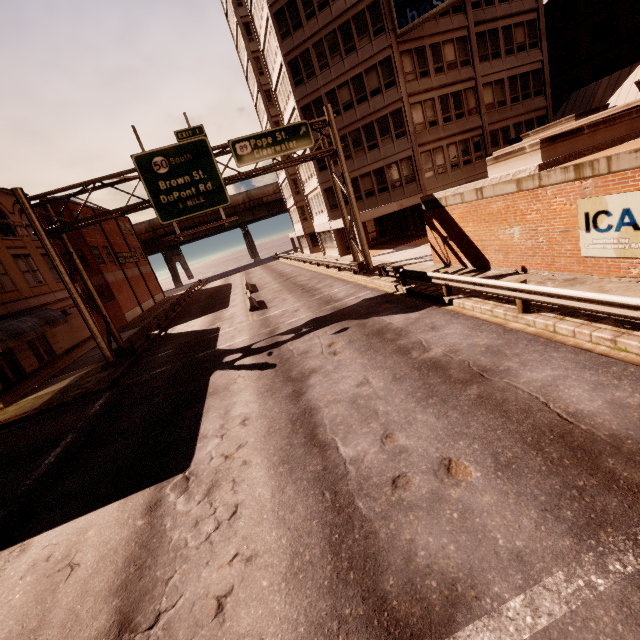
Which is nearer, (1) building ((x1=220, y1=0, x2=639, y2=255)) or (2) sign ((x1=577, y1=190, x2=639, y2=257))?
(2) sign ((x1=577, y1=190, x2=639, y2=257))

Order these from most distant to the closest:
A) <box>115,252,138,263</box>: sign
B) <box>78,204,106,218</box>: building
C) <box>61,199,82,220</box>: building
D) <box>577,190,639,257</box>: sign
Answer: <box>115,252,138,263</box>: sign < <box>78,204,106,218</box>: building < <box>61,199,82,220</box>: building < <box>577,190,639,257</box>: sign

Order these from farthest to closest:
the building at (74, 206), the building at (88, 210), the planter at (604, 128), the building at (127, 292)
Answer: the building at (88, 210) < the building at (127, 292) < the building at (74, 206) < the planter at (604, 128)

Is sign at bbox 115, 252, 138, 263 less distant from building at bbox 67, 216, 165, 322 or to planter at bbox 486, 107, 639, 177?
building at bbox 67, 216, 165, 322

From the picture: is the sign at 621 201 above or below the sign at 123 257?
below

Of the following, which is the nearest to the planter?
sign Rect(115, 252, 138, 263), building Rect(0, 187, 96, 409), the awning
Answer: the awning

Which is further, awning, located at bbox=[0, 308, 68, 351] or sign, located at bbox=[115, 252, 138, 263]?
sign, located at bbox=[115, 252, 138, 263]

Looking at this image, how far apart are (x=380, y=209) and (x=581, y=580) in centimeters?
2701cm
